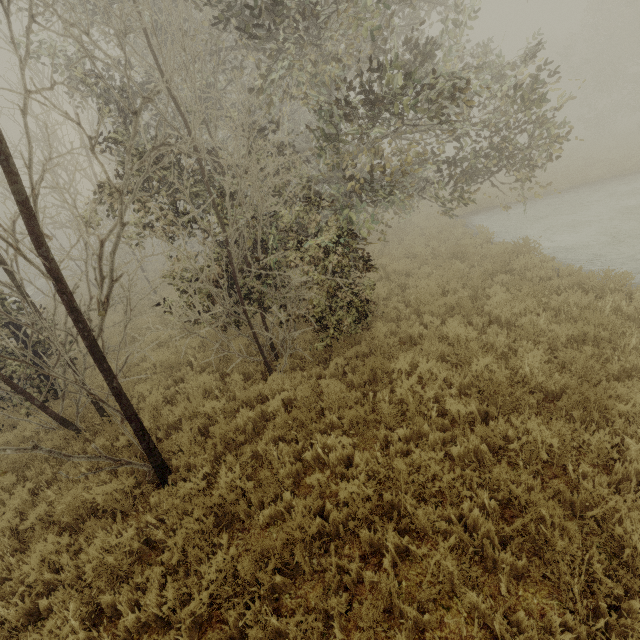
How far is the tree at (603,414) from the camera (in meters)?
3.82

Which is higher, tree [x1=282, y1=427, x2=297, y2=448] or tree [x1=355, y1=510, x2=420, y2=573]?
tree [x1=282, y1=427, x2=297, y2=448]

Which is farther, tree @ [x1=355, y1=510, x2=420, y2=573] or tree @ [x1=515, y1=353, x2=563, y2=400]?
tree @ [x1=515, y1=353, x2=563, y2=400]

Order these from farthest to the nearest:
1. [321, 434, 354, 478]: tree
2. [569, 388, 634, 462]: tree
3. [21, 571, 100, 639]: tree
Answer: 1. [321, 434, 354, 478]: tree
2. [569, 388, 634, 462]: tree
3. [21, 571, 100, 639]: tree

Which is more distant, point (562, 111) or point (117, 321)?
point (562, 111)
